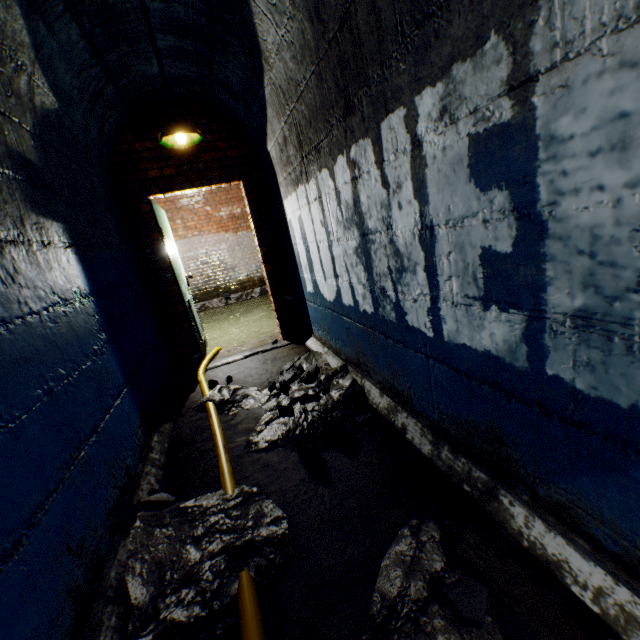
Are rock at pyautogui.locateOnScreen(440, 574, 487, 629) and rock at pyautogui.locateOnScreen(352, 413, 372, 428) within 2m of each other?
yes

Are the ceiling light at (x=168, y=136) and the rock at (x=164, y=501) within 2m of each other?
no

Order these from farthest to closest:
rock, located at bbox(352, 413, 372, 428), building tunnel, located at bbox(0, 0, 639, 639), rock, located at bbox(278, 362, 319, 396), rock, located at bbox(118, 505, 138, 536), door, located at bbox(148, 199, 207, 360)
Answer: door, located at bbox(148, 199, 207, 360), rock, located at bbox(278, 362, 319, 396), rock, located at bbox(352, 413, 372, 428), rock, located at bbox(118, 505, 138, 536), building tunnel, located at bbox(0, 0, 639, 639)

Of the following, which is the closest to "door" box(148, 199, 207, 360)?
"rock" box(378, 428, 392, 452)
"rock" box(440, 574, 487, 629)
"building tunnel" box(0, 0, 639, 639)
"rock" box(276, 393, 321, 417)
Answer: "building tunnel" box(0, 0, 639, 639)

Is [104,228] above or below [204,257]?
above

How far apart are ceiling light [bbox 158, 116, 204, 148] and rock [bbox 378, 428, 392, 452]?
3.3 meters

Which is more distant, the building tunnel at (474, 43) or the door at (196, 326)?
the door at (196, 326)

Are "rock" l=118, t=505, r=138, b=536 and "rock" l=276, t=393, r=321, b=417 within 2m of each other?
yes
